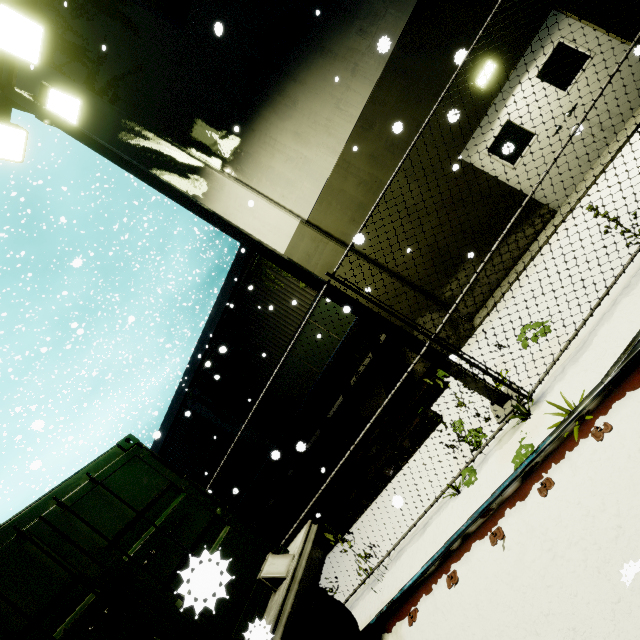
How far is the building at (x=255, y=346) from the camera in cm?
1116

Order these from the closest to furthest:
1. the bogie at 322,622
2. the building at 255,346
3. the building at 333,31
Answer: the bogie at 322,622 < the building at 333,31 < the building at 255,346

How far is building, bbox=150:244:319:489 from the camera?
11.16m

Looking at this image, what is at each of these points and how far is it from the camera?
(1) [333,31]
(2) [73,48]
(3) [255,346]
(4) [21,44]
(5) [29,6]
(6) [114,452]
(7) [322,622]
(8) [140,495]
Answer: (1) building, 7.4 meters
(2) tree, 9.1 meters
(3) building, 11.9 meters
(4) light, 5.4 meters
(5) building, 9.1 meters
(6) cargo container, 4.1 meters
(7) bogie, 3.9 meters
(8) cargo container door, 3.9 meters

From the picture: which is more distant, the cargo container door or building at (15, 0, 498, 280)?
building at (15, 0, 498, 280)

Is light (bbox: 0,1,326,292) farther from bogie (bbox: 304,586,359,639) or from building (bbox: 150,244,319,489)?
bogie (bbox: 304,586,359,639)

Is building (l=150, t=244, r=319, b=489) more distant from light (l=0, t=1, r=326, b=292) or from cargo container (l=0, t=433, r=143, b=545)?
light (l=0, t=1, r=326, b=292)

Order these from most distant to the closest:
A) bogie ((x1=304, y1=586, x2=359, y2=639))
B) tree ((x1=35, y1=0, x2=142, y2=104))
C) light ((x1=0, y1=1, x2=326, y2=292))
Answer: tree ((x1=35, y1=0, x2=142, y2=104)) < light ((x1=0, y1=1, x2=326, y2=292)) < bogie ((x1=304, y1=586, x2=359, y2=639))
